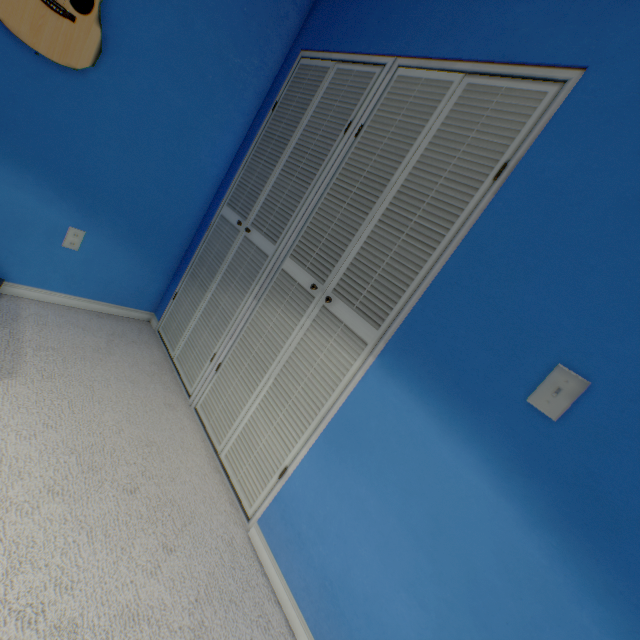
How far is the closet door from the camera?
1.14m

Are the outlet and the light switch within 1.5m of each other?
no

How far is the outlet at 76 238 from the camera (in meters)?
1.86

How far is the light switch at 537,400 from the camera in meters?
0.8

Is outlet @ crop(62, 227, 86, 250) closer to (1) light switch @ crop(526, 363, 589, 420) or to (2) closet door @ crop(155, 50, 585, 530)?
(2) closet door @ crop(155, 50, 585, 530)

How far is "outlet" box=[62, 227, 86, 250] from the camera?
1.86m

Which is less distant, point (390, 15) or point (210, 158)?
point (390, 15)

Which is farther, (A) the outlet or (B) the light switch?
(A) the outlet
